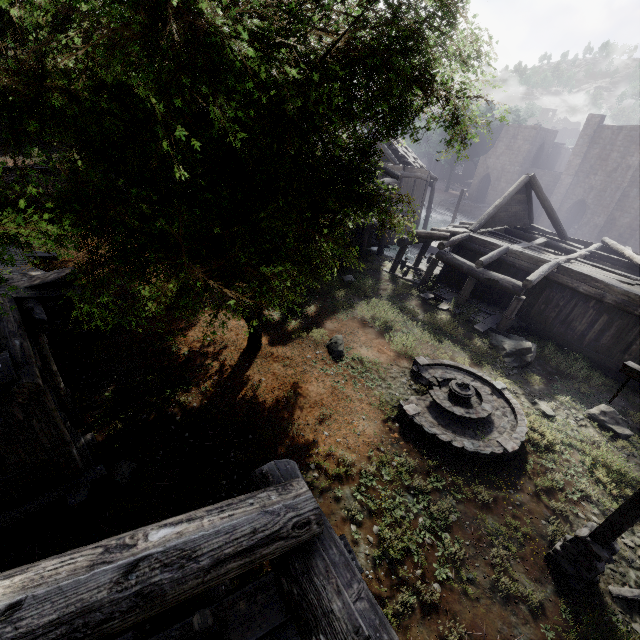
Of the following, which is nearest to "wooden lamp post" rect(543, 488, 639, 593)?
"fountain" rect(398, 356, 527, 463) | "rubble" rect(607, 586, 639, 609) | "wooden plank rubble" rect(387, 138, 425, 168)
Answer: "rubble" rect(607, 586, 639, 609)

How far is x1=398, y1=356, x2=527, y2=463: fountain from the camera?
9.00m

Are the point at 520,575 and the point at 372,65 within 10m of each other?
no

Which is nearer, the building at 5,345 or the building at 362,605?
the building at 362,605

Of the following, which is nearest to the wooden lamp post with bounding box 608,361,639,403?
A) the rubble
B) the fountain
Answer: the rubble

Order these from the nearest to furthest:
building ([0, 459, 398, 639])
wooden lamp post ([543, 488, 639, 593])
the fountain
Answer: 1. building ([0, 459, 398, 639])
2. wooden lamp post ([543, 488, 639, 593])
3. the fountain

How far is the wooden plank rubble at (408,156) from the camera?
25.60m

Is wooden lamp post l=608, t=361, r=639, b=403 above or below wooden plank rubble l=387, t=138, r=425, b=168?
below
